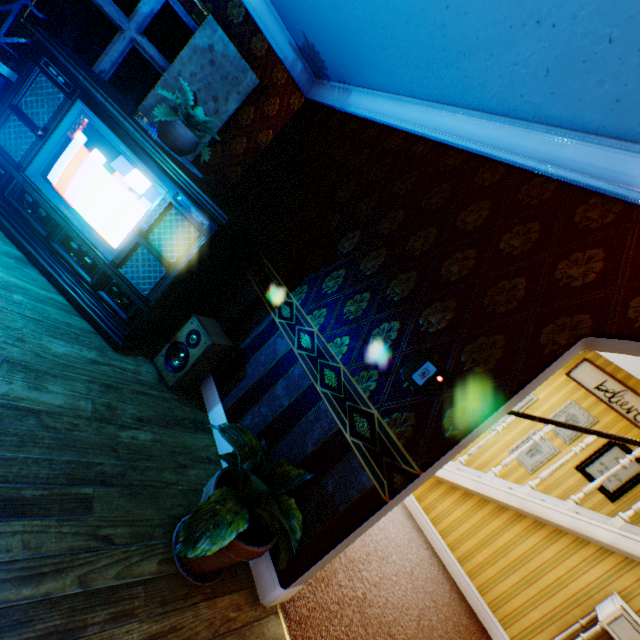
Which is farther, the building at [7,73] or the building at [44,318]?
the building at [7,73]

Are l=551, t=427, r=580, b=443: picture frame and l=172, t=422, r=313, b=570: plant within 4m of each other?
no

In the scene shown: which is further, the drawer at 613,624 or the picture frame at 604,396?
the picture frame at 604,396

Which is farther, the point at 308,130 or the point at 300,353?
the point at 308,130

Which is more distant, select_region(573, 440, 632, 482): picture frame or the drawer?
select_region(573, 440, 632, 482): picture frame

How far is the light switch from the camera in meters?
1.8 m

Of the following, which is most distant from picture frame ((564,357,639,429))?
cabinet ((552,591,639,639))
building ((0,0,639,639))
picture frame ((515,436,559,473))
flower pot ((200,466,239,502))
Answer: flower pot ((200,466,239,502))

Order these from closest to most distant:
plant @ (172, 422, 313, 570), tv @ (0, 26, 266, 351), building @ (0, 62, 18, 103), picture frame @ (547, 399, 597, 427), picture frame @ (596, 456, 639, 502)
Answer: plant @ (172, 422, 313, 570), tv @ (0, 26, 266, 351), building @ (0, 62, 18, 103), picture frame @ (596, 456, 639, 502), picture frame @ (547, 399, 597, 427)
